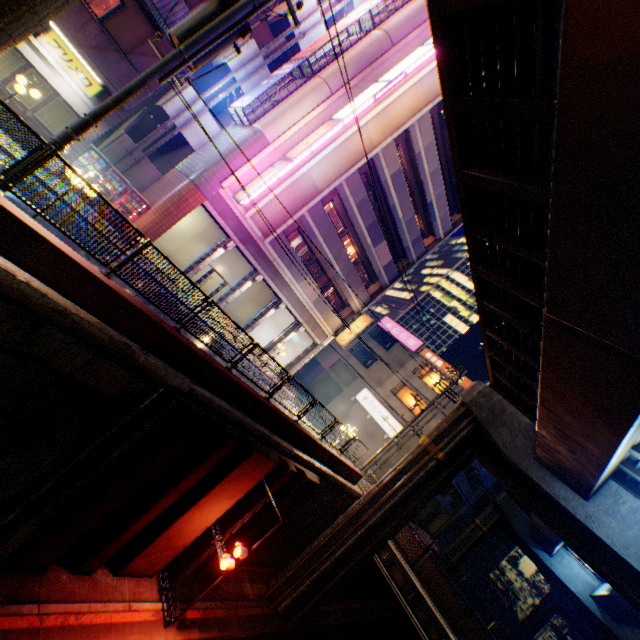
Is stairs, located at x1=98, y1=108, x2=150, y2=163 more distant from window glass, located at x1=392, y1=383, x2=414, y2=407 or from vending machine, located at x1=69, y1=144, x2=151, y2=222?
window glass, located at x1=392, y1=383, x2=414, y2=407

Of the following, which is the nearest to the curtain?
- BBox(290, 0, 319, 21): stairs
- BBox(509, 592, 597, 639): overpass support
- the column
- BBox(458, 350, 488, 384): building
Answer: the column

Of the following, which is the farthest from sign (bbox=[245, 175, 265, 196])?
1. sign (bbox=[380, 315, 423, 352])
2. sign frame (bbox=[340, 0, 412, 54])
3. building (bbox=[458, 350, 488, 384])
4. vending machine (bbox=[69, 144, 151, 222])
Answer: building (bbox=[458, 350, 488, 384])

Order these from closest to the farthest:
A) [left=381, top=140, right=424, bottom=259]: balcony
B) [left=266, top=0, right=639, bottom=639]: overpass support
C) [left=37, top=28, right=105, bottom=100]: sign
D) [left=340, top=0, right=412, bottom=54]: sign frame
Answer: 1. [left=266, top=0, right=639, bottom=639]: overpass support
2. [left=37, top=28, right=105, bottom=100]: sign
3. [left=340, top=0, right=412, bottom=54]: sign frame
4. [left=381, top=140, right=424, bottom=259]: balcony

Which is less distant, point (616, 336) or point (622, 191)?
point (622, 191)

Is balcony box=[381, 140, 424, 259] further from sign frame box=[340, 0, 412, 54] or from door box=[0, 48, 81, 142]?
door box=[0, 48, 81, 142]

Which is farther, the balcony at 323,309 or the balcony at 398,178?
the balcony at 398,178

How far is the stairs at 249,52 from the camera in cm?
1877
